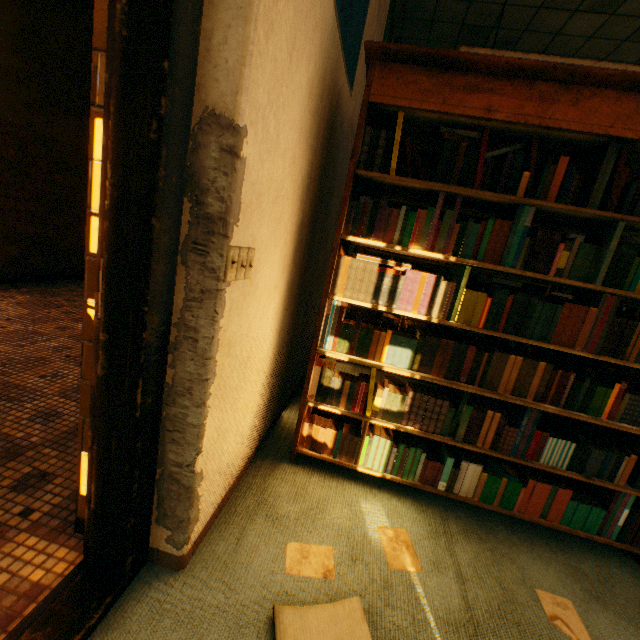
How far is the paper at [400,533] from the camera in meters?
1.4

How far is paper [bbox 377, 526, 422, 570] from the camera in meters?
1.4

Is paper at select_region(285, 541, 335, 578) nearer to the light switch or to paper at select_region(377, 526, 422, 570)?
paper at select_region(377, 526, 422, 570)

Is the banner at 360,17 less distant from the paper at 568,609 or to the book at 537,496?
the book at 537,496

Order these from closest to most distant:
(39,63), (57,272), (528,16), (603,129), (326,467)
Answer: (603,129), (326,467), (528,16), (39,63), (57,272)

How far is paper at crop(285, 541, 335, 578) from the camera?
1.3m

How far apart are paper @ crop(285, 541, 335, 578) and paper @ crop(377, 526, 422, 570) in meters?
0.3 m

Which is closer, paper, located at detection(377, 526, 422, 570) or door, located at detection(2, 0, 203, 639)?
door, located at detection(2, 0, 203, 639)
